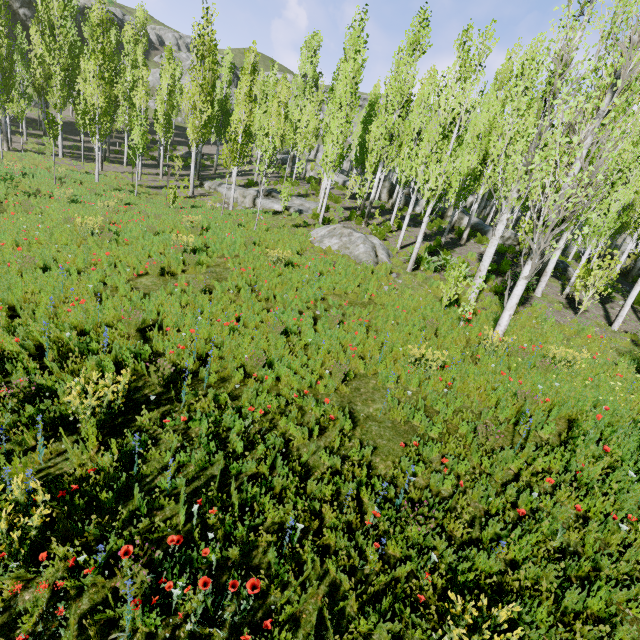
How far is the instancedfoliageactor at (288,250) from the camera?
12.0 meters

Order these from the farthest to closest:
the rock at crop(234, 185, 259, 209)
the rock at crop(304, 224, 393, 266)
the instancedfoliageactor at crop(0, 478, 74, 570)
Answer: the rock at crop(234, 185, 259, 209) → the rock at crop(304, 224, 393, 266) → the instancedfoliageactor at crop(0, 478, 74, 570)

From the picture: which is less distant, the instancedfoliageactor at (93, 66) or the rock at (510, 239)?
the instancedfoliageactor at (93, 66)

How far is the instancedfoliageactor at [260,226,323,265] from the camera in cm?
1200

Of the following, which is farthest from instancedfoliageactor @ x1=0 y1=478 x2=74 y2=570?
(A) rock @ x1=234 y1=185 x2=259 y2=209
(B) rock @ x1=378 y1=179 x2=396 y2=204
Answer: (A) rock @ x1=234 y1=185 x2=259 y2=209

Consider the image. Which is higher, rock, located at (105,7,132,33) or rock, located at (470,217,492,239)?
rock, located at (105,7,132,33)

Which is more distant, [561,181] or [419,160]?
[419,160]

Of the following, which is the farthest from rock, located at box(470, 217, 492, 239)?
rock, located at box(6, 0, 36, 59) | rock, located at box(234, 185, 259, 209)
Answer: rock, located at box(234, 185, 259, 209)
